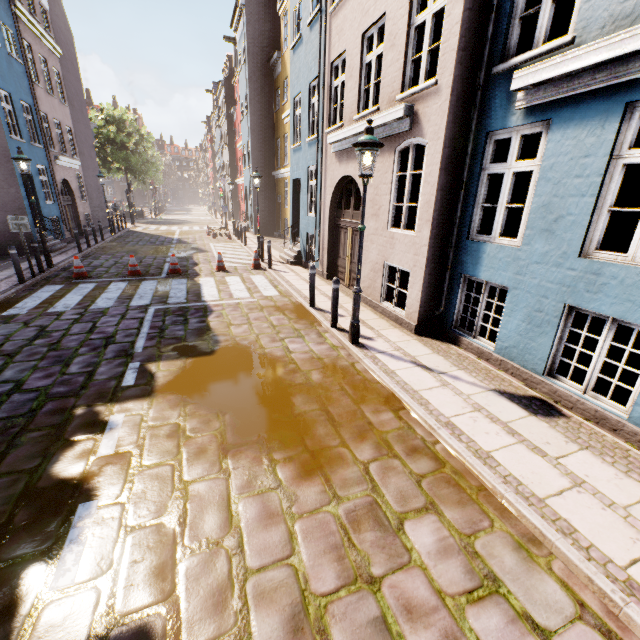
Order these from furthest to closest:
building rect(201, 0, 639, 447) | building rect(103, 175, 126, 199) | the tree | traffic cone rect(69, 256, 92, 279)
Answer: building rect(103, 175, 126, 199), the tree, traffic cone rect(69, 256, 92, 279), building rect(201, 0, 639, 447)

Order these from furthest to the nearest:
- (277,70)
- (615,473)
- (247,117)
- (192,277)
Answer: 1. (247,117)
2. (277,70)
3. (192,277)
4. (615,473)

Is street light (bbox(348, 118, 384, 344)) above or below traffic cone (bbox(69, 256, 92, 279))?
above

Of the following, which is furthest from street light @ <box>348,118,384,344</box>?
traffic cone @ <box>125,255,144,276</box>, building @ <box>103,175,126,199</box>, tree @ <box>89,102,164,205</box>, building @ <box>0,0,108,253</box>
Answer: building @ <box>103,175,126,199</box>

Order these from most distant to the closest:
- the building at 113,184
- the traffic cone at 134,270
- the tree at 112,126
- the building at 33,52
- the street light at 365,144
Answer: the building at 113,184
the tree at 112,126
the building at 33,52
the traffic cone at 134,270
the street light at 365,144

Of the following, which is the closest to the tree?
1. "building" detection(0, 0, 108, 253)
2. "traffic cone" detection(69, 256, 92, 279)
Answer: "building" detection(0, 0, 108, 253)

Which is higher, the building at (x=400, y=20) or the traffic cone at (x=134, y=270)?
the building at (x=400, y=20)

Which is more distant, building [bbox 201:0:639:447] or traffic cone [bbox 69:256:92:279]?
traffic cone [bbox 69:256:92:279]
